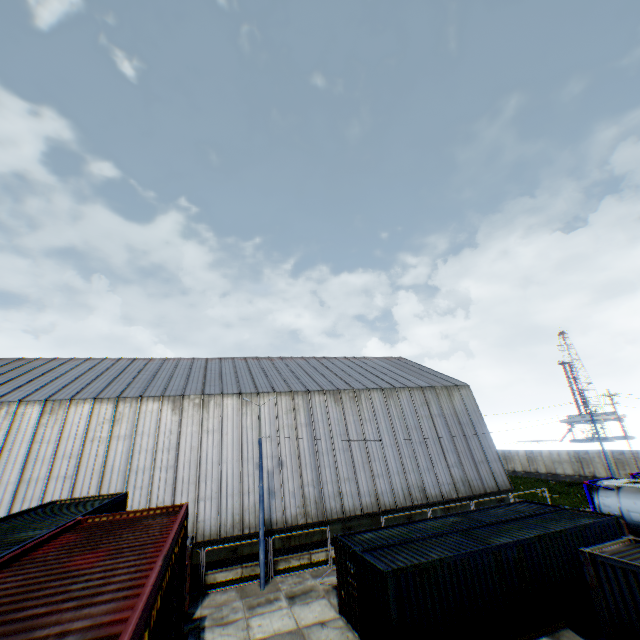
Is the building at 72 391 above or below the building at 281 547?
above

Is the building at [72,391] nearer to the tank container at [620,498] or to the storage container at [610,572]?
the tank container at [620,498]

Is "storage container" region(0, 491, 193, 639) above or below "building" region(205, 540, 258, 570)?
above

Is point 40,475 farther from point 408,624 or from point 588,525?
point 588,525

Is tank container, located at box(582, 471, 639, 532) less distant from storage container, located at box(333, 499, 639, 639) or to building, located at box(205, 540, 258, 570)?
building, located at box(205, 540, 258, 570)

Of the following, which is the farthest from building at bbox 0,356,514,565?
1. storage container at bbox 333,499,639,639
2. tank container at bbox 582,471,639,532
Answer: storage container at bbox 333,499,639,639

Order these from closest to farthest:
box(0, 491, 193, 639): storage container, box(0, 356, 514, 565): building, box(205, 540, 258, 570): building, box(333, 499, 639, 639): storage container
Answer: box(0, 491, 193, 639): storage container, box(333, 499, 639, 639): storage container, box(205, 540, 258, 570): building, box(0, 356, 514, 565): building
